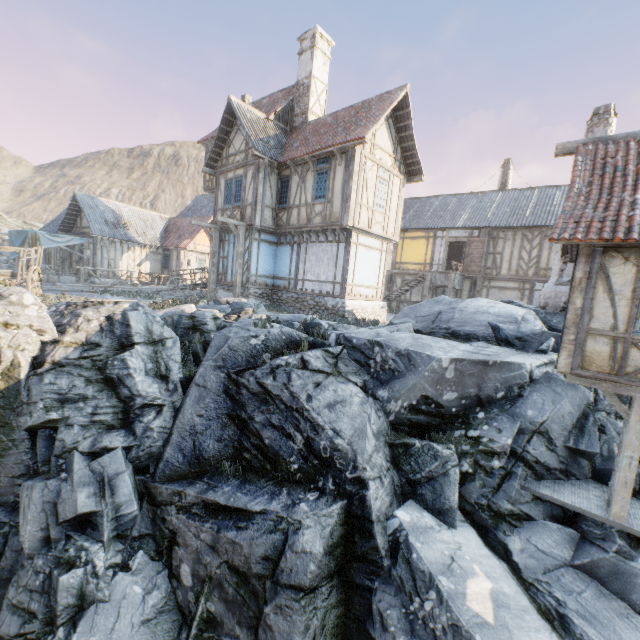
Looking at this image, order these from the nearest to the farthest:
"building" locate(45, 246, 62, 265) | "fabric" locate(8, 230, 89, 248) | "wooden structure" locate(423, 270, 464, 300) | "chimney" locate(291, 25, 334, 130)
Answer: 1. "chimney" locate(291, 25, 334, 130)
2. "wooden structure" locate(423, 270, 464, 300)
3. "fabric" locate(8, 230, 89, 248)
4. "building" locate(45, 246, 62, 265)

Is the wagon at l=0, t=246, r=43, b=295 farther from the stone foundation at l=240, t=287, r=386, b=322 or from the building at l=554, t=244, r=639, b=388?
the building at l=554, t=244, r=639, b=388

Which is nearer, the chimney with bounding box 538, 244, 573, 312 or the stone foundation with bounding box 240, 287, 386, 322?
the chimney with bounding box 538, 244, 573, 312

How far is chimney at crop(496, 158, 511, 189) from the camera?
23.8m

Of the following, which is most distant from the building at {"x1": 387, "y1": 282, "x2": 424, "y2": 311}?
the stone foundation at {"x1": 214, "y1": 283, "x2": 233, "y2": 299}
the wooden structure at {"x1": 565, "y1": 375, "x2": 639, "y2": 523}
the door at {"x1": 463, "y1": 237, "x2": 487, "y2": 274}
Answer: the wooden structure at {"x1": 565, "y1": 375, "x2": 639, "y2": 523}

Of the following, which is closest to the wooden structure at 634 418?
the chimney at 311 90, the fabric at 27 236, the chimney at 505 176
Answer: the chimney at 311 90

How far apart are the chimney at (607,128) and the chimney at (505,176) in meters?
13.8

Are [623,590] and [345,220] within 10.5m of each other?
no
